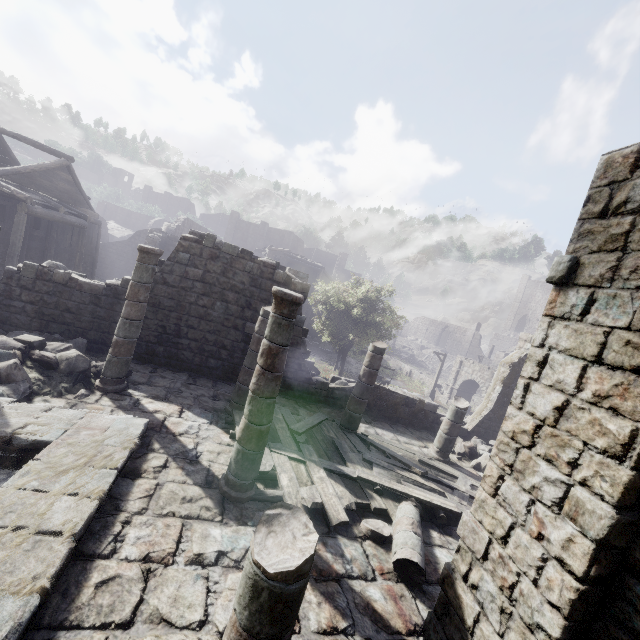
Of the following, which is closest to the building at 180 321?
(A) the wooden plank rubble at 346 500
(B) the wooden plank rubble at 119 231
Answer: (A) the wooden plank rubble at 346 500

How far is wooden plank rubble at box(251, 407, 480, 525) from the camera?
6.5 meters

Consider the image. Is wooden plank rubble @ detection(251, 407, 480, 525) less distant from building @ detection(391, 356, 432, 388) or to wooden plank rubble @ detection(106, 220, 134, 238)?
building @ detection(391, 356, 432, 388)

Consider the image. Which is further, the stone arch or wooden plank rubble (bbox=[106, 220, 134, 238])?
wooden plank rubble (bbox=[106, 220, 134, 238])

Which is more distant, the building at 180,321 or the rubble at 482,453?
the rubble at 482,453

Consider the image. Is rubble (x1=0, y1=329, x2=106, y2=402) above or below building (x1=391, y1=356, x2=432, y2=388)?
above

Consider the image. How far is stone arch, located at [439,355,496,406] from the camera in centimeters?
2816cm

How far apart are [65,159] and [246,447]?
23.4m
